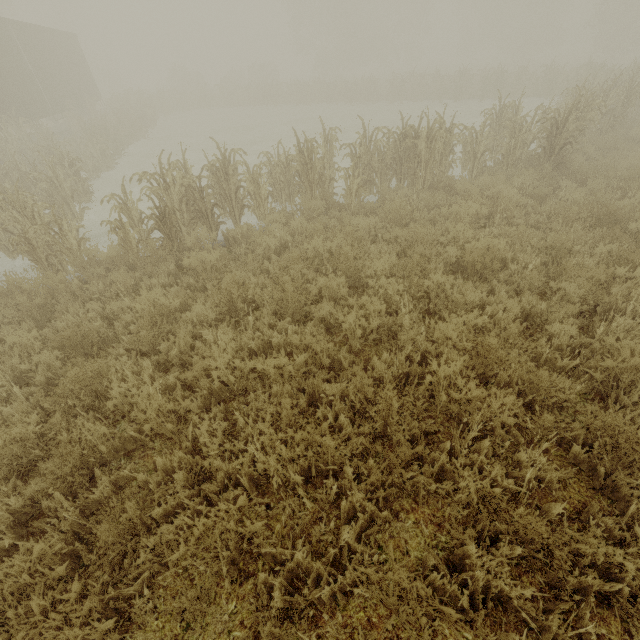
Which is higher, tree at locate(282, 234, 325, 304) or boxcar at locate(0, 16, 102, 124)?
boxcar at locate(0, 16, 102, 124)

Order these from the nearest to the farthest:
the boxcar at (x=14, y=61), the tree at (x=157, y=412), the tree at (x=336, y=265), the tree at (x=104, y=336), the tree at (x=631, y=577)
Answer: the tree at (x=631, y=577), the tree at (x=157, y=412), the tree at (x=104, y=336), the tree at (x=336, y=265), the boxcar at (x=14, y=61)

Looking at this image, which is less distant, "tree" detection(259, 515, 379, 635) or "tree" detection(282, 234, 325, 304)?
"tree" detection(259, 515, 379, 635)

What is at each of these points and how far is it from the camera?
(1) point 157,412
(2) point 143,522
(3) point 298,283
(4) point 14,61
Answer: (1) tree, 3.3m
(2) tree, 2.8m
(3) tree, 5.0m
(4) boxcar, 14.3m

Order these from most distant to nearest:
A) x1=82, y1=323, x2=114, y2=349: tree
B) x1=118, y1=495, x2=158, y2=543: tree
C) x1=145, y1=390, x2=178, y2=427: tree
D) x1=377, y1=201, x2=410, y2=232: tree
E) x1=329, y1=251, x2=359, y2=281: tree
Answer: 1. x1=377, y1=201, x2=410, y2=232: tree
2. x1=329, y1=251, x2=359, y2=281: tree
3. x1=82, y1=323, x2=114, y2=349: tree
4. x1=145, y1=390, x2=178, y2=427: tree
5. x1=118, y1=495, x2=158, y2=543: tree

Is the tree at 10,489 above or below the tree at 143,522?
above
